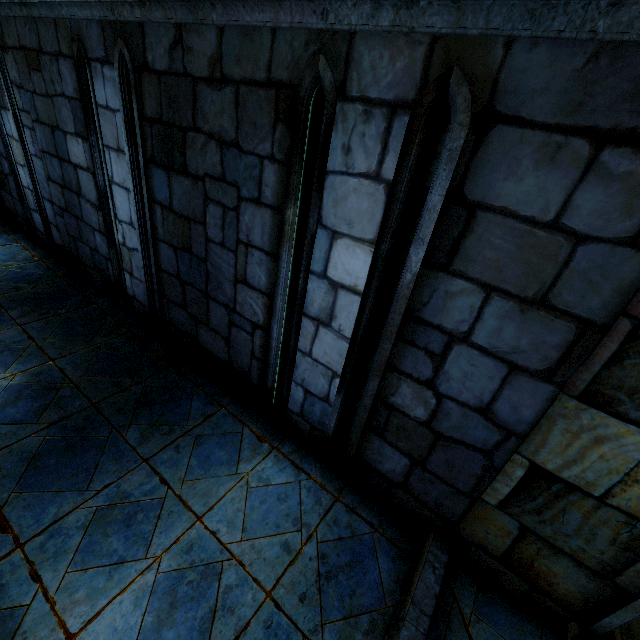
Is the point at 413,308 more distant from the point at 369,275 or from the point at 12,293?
the point at 12,293
